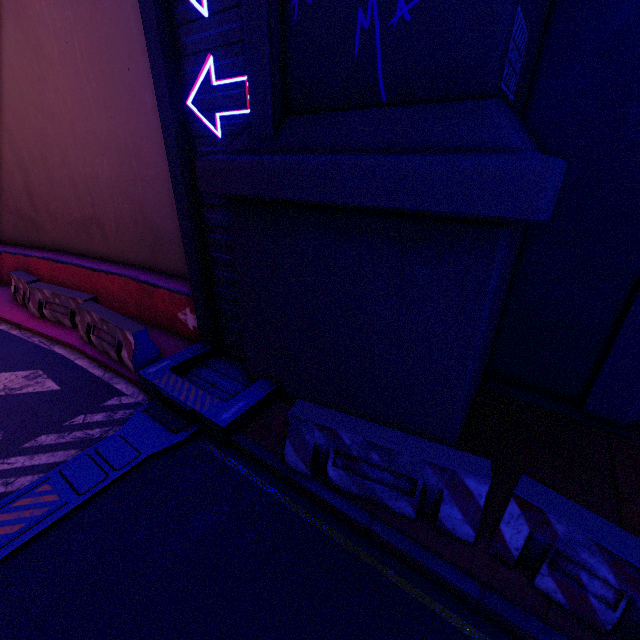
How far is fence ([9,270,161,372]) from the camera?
6.6m

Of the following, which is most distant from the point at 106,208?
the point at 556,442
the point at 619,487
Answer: the point at 619,487

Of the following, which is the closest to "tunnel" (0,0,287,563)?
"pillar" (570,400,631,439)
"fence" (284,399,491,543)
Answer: "fence" (284,399,491,543)

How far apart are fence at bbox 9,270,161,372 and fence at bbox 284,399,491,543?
3.9m

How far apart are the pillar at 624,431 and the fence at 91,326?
7.9 meters

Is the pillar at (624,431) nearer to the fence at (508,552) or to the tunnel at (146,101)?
the fence at (508,552)

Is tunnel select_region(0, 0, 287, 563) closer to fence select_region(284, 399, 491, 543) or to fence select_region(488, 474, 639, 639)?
fence select_region(284, 399, 491, 543)

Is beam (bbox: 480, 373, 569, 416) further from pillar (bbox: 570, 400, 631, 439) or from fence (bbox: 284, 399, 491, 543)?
fence (bbox: 284, 399, 491, 543)
